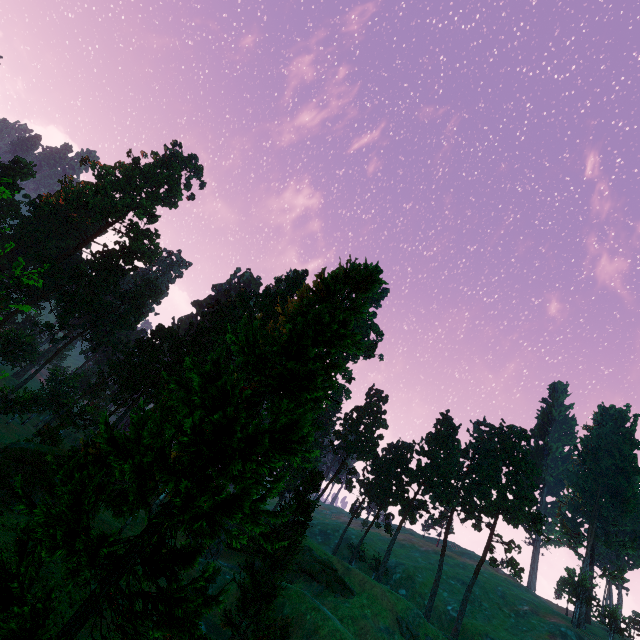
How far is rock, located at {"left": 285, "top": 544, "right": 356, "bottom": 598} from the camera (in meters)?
41.97

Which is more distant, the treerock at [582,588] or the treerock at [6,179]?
the treerock at [582,588]

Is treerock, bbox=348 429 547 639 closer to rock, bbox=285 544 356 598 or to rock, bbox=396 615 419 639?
rock, bbox=285 544 356 598

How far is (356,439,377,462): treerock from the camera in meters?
57.8

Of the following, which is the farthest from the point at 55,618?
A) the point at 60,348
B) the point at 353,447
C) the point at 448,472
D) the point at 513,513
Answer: the point at 513,513

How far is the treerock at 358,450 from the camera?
57.8 meters

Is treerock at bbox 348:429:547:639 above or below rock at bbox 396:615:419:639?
above

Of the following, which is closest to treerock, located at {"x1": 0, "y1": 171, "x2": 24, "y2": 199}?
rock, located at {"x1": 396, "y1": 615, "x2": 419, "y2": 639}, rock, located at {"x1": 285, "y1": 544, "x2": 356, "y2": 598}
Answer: rock, located at {"x1": 285, "y1": 544, "x2": 356, "y2": 598}
